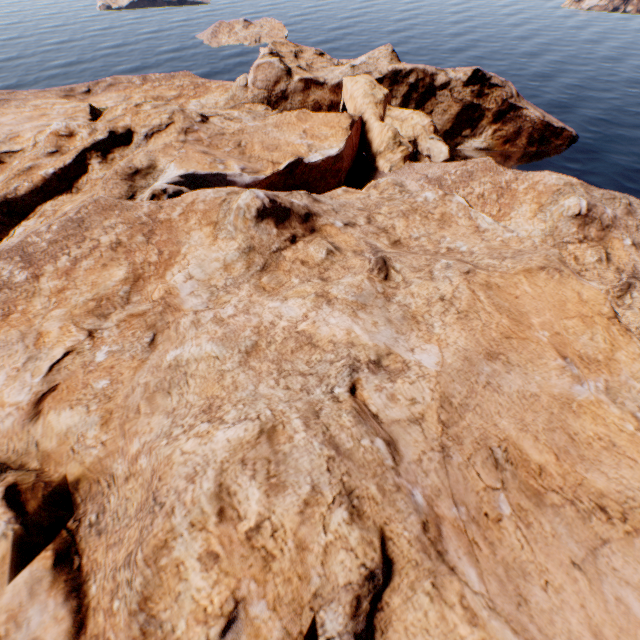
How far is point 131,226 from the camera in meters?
21.0
